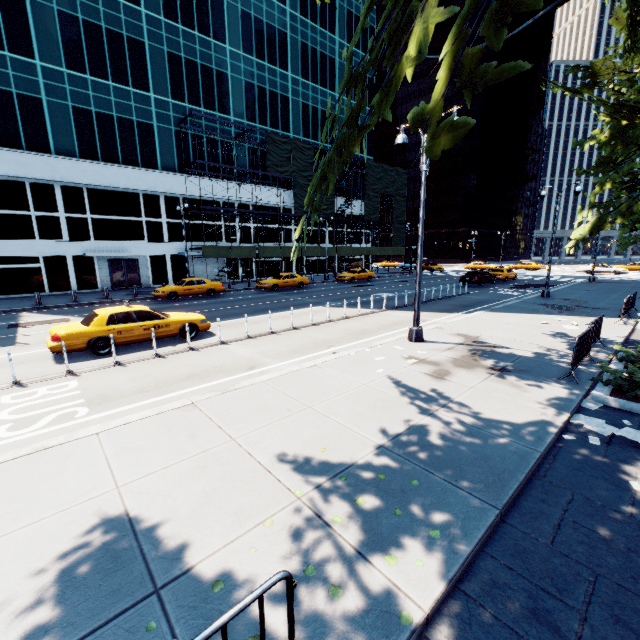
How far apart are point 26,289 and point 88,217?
7.7m

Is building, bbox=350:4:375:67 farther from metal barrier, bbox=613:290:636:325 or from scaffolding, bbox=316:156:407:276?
metal barrier, bbox=613:290:636:325

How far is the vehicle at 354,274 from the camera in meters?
35.8

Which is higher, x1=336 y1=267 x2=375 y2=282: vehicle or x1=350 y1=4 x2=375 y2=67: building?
x1=350 y1=4 x2=375 y2=67: building

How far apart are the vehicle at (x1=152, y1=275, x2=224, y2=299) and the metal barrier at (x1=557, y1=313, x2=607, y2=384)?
23.3 meters

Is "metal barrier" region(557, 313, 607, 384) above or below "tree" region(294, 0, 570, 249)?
below

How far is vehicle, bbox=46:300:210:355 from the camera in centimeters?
1039cm

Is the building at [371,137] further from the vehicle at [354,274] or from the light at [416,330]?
the light at [416,330]
